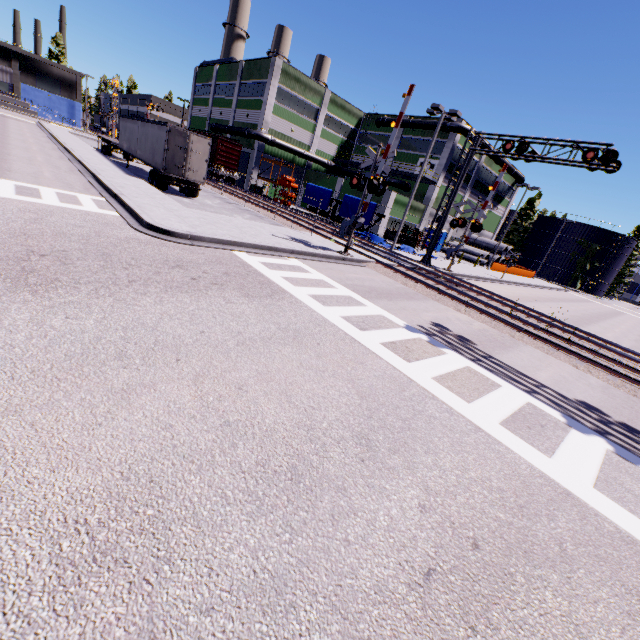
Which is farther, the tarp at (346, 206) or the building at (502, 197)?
the building at (502, 197)

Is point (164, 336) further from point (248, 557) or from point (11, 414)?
point (248, 557)

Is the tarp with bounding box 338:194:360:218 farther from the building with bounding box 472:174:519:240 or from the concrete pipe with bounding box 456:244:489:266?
the concrete pipe with bounding box 456:244:489:266

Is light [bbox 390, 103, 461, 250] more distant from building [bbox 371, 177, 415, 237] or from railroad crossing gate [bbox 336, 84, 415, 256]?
railroad crossing gate [bbox 336, 84, 415, 256]

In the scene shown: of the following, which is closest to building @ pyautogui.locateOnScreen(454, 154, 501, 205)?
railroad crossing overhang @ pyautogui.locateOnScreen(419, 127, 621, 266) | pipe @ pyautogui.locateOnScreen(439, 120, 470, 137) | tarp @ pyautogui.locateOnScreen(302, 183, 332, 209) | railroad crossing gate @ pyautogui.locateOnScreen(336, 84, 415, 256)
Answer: pipe @ pyautogui.locateOnScreen(439, 120, 470, 137)

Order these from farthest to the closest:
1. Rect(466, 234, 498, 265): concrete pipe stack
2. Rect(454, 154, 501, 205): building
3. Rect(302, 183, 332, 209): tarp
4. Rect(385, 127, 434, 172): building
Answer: Rect(466, 234, 498, 265): concrete pipe stack, Rect(454, 154, 501, 205): building, Rect(385, 127, 434, 172): building, Rect(302, 183, 332, 209): tarp

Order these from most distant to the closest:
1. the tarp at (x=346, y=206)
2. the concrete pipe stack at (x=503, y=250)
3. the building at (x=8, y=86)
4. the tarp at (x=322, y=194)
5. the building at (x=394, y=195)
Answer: the building at (x=8, y=86) < the concrete pipe stack at (x=503, y=250) < the building at (x=394, y=195) < the tarp at (x=322, y=194) < the tarp at (x=346, y=206)

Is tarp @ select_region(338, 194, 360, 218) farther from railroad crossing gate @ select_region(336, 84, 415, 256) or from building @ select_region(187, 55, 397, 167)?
railroad crossing gate @ select_region(336, 84, 415, 256)
